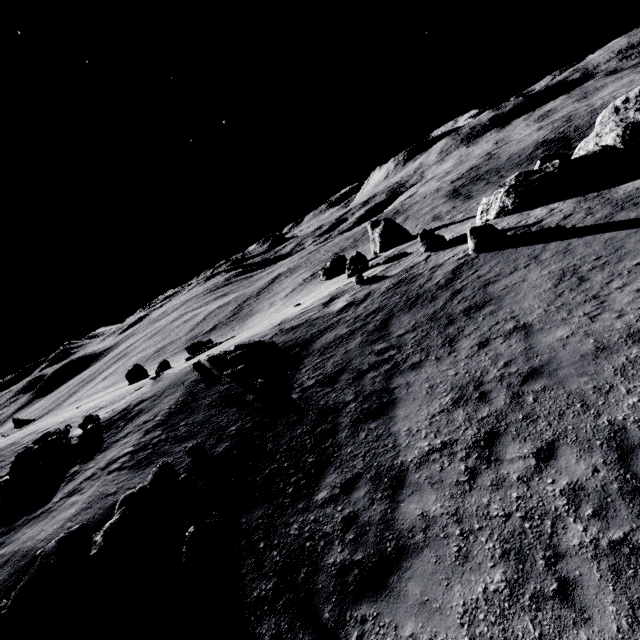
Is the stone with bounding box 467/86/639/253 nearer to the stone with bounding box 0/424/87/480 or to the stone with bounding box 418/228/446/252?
the stone with bounding box 418/228/446/252

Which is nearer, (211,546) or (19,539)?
(211,546)

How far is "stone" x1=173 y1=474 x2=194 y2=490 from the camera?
8.9 meters

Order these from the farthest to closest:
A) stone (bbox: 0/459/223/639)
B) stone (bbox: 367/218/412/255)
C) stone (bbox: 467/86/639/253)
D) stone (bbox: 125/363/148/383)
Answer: stone (bbox: 367/218/412/255) < stone (bbox: 125/363/148/383) < stone (bbox: 467/86/639/253) < stone (bbox: 0/459/223/639)

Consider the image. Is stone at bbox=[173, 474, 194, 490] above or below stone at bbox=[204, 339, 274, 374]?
below

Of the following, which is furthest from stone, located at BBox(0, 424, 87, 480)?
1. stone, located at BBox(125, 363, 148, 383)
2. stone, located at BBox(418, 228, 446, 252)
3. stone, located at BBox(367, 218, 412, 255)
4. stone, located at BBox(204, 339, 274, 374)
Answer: stone, located at BBox(367, 218, 412, 255)

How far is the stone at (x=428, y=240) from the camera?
20.4 meters

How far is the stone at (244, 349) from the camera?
15.07m
